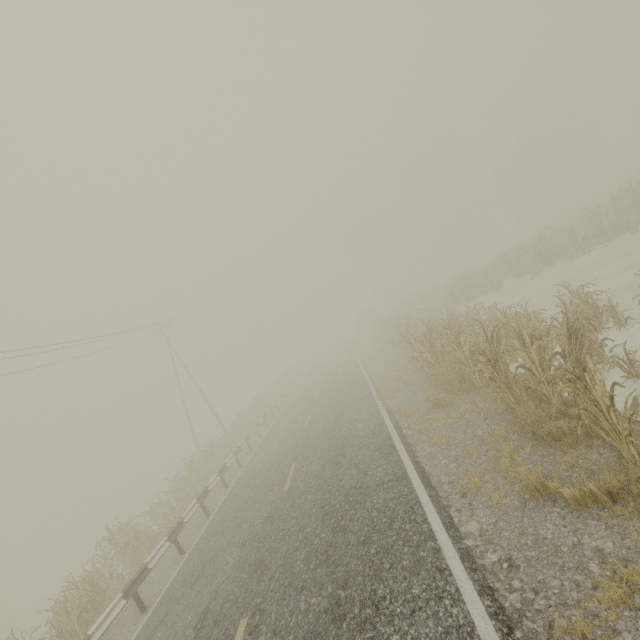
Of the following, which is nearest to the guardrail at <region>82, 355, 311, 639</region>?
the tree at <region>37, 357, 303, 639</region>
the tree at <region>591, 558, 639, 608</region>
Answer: the tree at <region>37, 357, 303, 639</region>

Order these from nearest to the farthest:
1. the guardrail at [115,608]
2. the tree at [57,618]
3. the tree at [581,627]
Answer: the tree at [581,627] → the guardrail at [115,608] → the tree at [57,618]

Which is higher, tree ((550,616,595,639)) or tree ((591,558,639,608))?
tree ((591,558,639,608))

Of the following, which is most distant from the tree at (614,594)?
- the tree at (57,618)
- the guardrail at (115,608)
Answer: the tree at (57,618)

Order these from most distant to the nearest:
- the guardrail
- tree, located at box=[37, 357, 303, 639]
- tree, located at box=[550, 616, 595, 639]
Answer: tree, located at box=[37, 357, 303, 639], the guardrail, tree, located at box=[550, 616, 595, 639]

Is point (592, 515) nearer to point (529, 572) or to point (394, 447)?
point (529, 572)

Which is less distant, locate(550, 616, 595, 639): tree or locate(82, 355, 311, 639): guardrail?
locate(550, 616, 595, 639): tree
